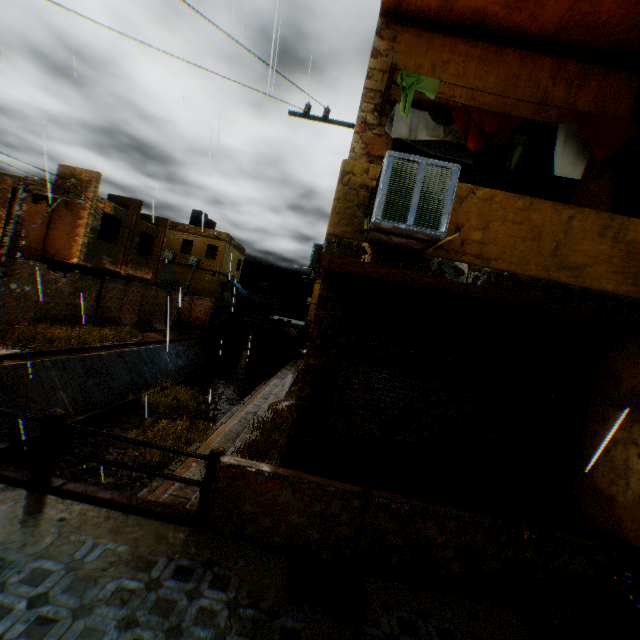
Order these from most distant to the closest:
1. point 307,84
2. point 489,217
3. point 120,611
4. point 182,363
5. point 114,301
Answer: point 182,363 < point 114,301 < point 307,84 < point 489,217 < point 120,611

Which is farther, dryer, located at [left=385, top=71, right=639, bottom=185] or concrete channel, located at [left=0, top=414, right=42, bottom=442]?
concrete channel, located at [left=0, top=414, right=42, bottom=442]

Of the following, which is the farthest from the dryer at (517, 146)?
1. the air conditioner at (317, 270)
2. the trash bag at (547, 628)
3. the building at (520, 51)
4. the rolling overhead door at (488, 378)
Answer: the trash bag at (547, 628)

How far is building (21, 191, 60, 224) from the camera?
15.3 meters

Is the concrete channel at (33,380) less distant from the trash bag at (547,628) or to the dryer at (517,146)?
the trash bag at (547,628)

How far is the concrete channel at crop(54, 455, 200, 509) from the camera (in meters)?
5.80

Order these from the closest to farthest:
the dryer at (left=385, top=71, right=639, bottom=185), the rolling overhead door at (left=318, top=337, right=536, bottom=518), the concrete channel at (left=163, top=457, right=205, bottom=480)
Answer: the dryer at (left=385, top=71, right=639, bottom=185) → the rolling overhead door at (left=318, top=337, right=536, bottom=518) → the concrete channel at (left=163, top=457, right=205, bottom=480)

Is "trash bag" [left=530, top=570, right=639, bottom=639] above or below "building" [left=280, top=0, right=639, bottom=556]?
below
